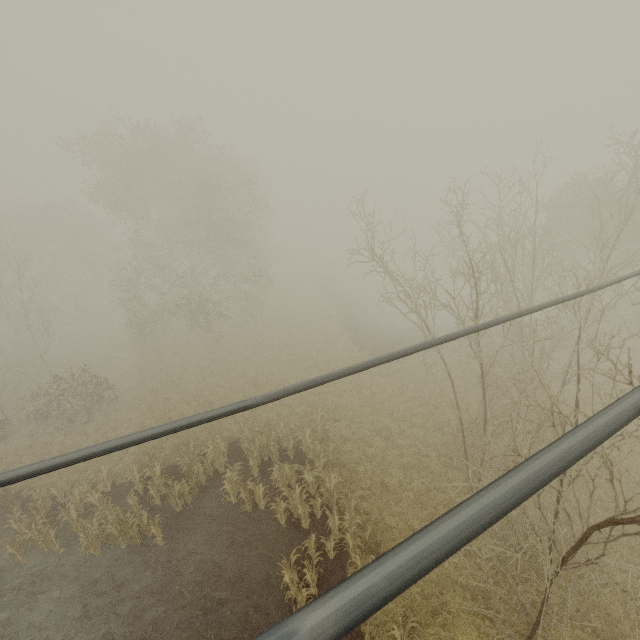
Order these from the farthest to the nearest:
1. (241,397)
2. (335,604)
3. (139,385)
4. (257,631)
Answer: (139,385), (241,397), (257,631), (335,604)
